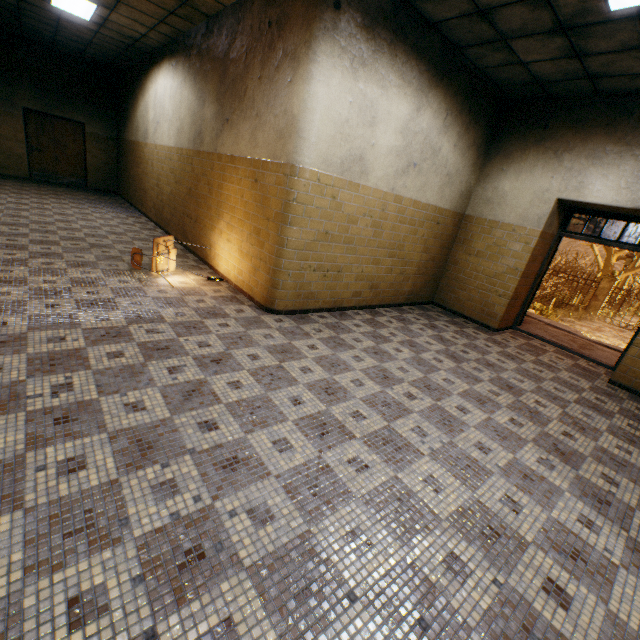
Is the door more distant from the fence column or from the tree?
the tree

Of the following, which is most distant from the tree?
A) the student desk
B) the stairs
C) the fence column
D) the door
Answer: the door

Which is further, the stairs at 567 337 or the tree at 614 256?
the tree at 614 256

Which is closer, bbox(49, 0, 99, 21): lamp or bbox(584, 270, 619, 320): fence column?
bbox(49, 0, 99, 21): lamp

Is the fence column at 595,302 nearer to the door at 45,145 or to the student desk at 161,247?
the student desk at 161,247

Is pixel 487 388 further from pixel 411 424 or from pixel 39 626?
pixel 39 626

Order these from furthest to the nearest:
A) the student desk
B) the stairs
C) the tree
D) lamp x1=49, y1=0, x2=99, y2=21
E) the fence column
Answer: the tree
the fence column
the stairs
lamp x1=49, y1=0, x2=99, y2=21
the student desk

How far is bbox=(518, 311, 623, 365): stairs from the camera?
6.4 meters
